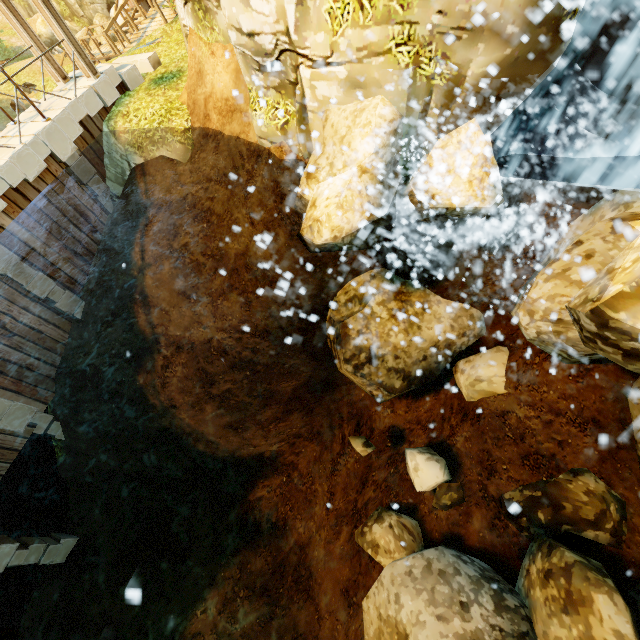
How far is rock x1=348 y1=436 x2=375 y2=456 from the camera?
8.8 meters

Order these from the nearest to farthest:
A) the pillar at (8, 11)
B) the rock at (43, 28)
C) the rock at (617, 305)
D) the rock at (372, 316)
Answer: the rock at (617, 305) → the rock at (372, 316) → the pillar at (8, 11) → the rock at (43, 28)

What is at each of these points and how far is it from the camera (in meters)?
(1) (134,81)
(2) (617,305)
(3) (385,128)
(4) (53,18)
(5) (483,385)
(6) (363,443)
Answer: (1) stone, 10.41
(2) rock, 3.80
(3) rock, 4.97
(4) pillar, 8.36
(5) rock, 7.54
(6) rock, 8.86

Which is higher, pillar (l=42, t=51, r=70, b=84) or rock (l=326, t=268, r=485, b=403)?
pillar (l=42, t=51, r=70, b=84)

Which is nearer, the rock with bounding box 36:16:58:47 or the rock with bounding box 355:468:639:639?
the rock with bounding box 355:468:639:639

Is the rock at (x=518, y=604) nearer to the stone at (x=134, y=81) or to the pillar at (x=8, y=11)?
the stone at (x=134, y=81)

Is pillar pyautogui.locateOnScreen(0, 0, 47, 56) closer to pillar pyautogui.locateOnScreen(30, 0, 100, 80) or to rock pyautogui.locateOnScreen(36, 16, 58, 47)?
pillar pyautogui.locateOnScreen(30, 0, 100, 80)

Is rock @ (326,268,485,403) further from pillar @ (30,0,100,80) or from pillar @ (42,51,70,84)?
pillar @ (42,51,70,84)
